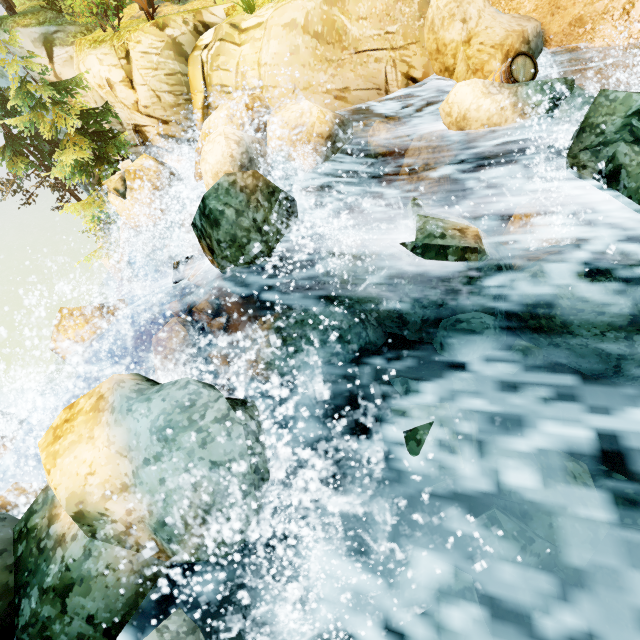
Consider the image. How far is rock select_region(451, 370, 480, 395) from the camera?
4.2 meters

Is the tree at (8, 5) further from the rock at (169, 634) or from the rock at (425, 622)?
the rock at (425, 622)

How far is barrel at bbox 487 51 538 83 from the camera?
6.2m

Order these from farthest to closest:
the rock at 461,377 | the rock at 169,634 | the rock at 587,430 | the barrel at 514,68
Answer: the barrel at 514,68, the rock at 461,377, the rock at 587,430, the rock at 169,634

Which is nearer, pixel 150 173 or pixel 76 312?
pixel 76 312

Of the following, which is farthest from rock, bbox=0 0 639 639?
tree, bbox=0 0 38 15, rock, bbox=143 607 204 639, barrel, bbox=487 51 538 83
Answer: tree, bbox=0 0 38 15
